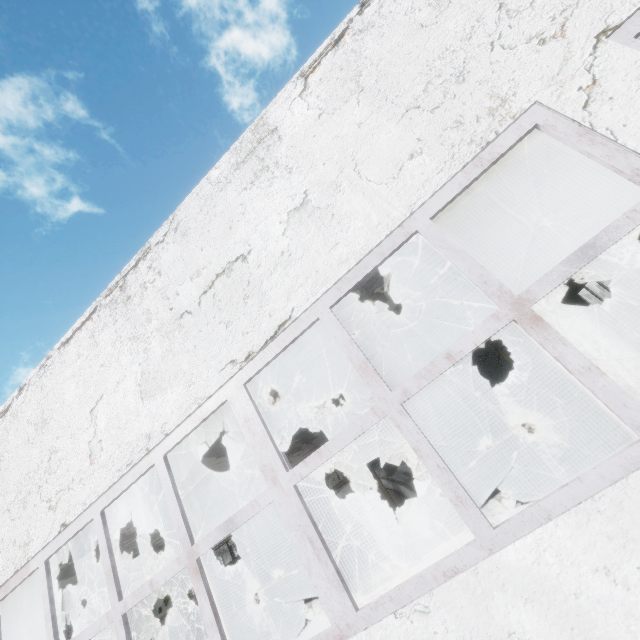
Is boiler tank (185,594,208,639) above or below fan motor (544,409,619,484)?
above

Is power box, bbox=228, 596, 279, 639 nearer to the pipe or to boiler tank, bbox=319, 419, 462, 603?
boiler tank, bbox=319, 419, 462, 603

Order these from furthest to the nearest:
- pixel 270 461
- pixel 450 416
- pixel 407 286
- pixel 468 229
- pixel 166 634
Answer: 1. pixel 450 416
2. pixel 166 634
3. pixel 407 286
4. pixel 468 229
5. pixel 270 461

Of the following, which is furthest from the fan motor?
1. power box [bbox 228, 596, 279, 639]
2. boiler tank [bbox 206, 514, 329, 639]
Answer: boiler tank [bbox 206, 514, 329, 639]

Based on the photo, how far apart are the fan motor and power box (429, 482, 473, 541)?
2.08m

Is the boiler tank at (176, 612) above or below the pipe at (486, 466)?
above

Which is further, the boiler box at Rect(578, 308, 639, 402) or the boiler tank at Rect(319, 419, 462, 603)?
the boiler box at Rect(578, 308, 639, 402)

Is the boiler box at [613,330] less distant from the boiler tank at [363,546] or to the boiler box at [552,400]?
the boiler box at [552,400]
